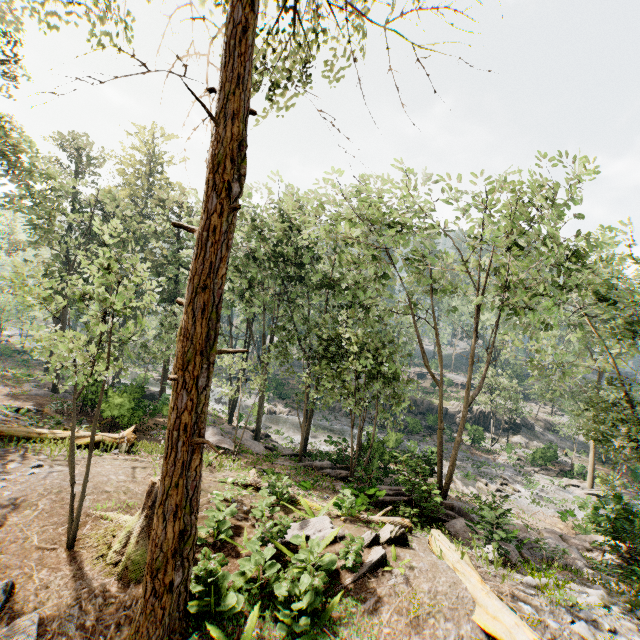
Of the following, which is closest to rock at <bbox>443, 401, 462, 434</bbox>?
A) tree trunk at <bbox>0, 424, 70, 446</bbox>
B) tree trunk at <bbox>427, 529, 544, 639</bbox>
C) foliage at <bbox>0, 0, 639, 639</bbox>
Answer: foliage at <bbox>0, 0, 639, 639</bbox>

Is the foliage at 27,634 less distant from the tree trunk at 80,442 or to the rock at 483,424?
the rock at 483,424

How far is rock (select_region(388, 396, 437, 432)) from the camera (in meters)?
37.06

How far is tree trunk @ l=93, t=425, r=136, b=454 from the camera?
13.7 meters

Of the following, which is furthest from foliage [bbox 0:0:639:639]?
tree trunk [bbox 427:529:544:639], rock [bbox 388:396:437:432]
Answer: tree trunk [bbox 427:529:544:639]

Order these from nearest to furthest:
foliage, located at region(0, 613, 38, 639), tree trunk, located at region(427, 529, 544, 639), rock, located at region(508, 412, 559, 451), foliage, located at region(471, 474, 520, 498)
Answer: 1. foliage, located at region(0, 613, 38, 639)
2. tree trunk, located at region(427, 529, 544, 639)
3. foliage, located at region(471, 474, 520, 498)
4. rock, located at region(508, 412, 559, 451)

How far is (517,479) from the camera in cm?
2928

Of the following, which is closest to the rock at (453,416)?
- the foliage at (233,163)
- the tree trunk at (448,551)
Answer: the foliage at (233,163)
